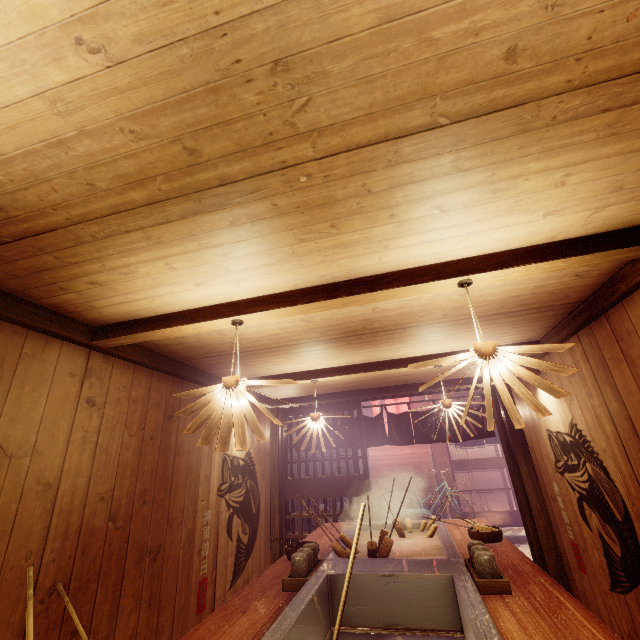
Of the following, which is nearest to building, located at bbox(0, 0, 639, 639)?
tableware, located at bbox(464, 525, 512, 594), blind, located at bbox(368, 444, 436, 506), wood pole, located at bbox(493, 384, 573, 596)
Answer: wood pole, located at bbox(493, 384, 573, 596)

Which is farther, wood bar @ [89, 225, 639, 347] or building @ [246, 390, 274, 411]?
building @ [246, 390, 274, 411]

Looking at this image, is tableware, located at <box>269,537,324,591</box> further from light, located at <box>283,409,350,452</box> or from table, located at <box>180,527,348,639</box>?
light, located at <box>283,409,350,452</box>

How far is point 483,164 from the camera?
2.3 meters

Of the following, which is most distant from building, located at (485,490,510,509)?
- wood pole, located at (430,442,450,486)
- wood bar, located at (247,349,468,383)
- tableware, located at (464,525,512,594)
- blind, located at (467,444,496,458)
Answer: tableware, located at (464,525,512,594)

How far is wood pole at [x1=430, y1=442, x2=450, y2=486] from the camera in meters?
16.6 m

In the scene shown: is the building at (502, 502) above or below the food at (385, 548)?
below

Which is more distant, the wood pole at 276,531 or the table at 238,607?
the wood pole at 276,531
